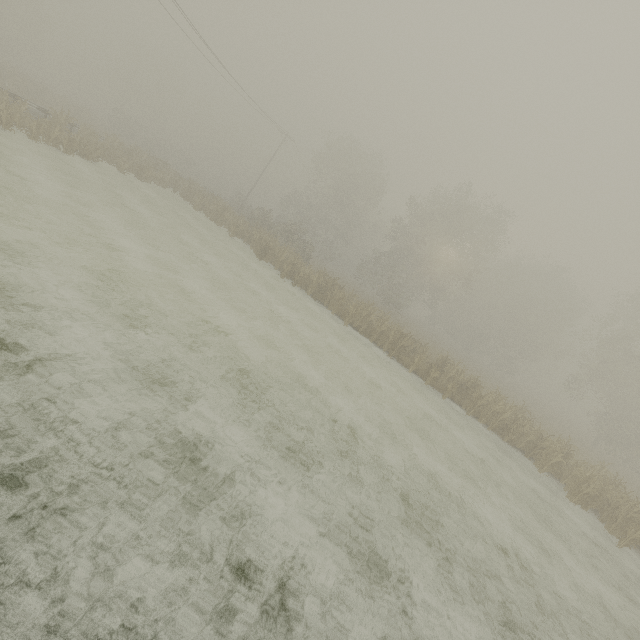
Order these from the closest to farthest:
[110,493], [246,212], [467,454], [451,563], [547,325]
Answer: [110,493] → [451,563] → [467,454] → [547,325] → [246,212]
